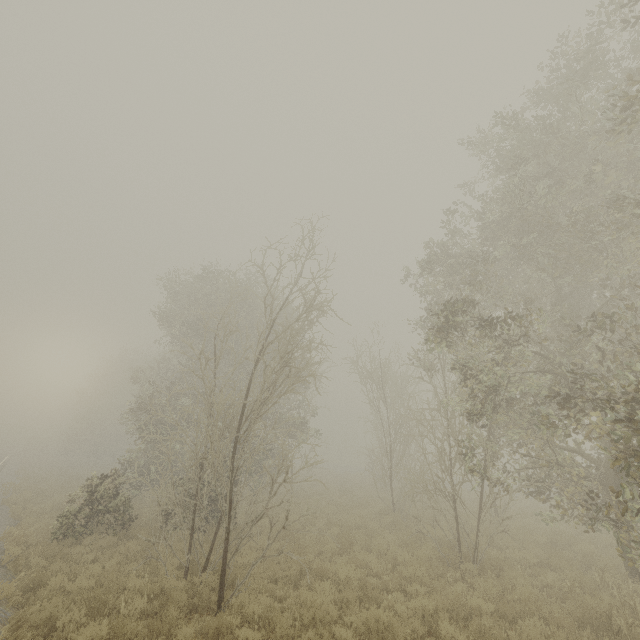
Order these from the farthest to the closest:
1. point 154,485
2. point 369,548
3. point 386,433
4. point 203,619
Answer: point 386,433 → point 154,485 → point 369,548 → point 203,619
